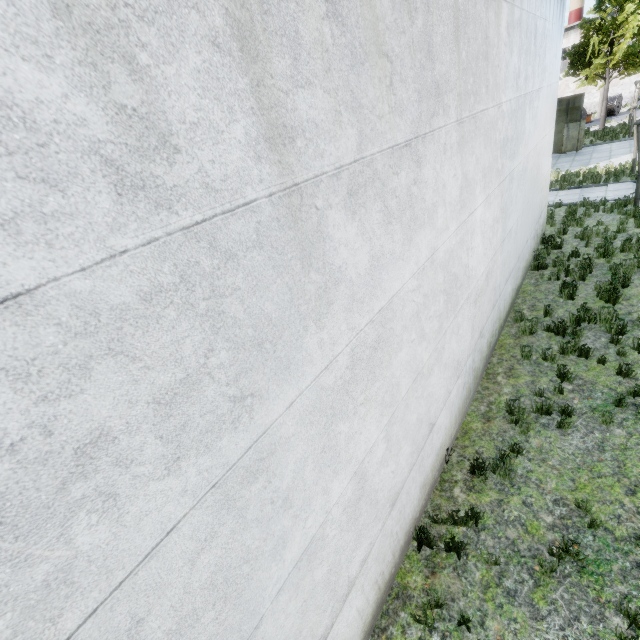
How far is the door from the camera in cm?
2295

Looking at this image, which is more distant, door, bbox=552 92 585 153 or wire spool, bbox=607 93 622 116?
wire spool, bbox=607 93 622 116

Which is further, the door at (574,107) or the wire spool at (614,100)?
the wire spool at (614,100)

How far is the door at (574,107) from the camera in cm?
2295

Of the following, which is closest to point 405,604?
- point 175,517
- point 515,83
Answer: Answer: point 175,517

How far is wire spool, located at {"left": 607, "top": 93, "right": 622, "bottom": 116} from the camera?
34.3m
